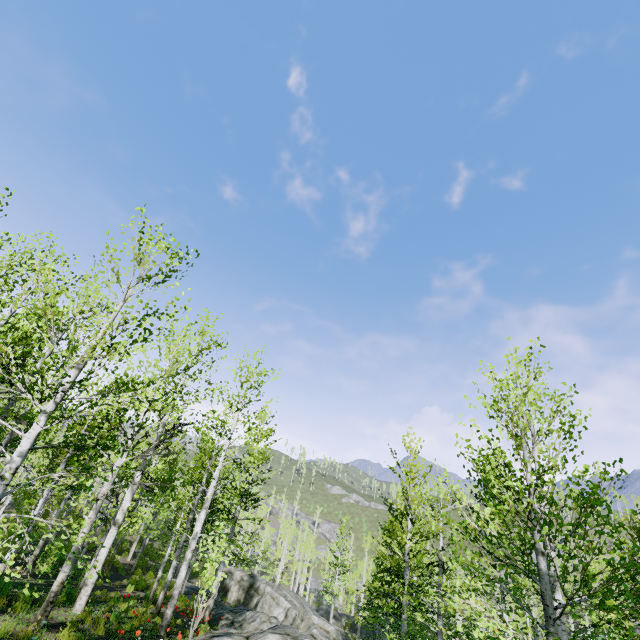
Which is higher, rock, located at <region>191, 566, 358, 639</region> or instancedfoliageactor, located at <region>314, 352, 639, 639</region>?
instancedfoliageactor, located at <region>314, 352, 639, 639</region>

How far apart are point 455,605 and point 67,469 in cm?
5146

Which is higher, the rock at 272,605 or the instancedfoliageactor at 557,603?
the instancedfoliageactor at 557,603

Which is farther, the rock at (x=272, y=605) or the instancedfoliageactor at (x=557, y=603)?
the rock at (x=272, y=605)

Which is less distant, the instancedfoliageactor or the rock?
→ the instancedfoliageactor
